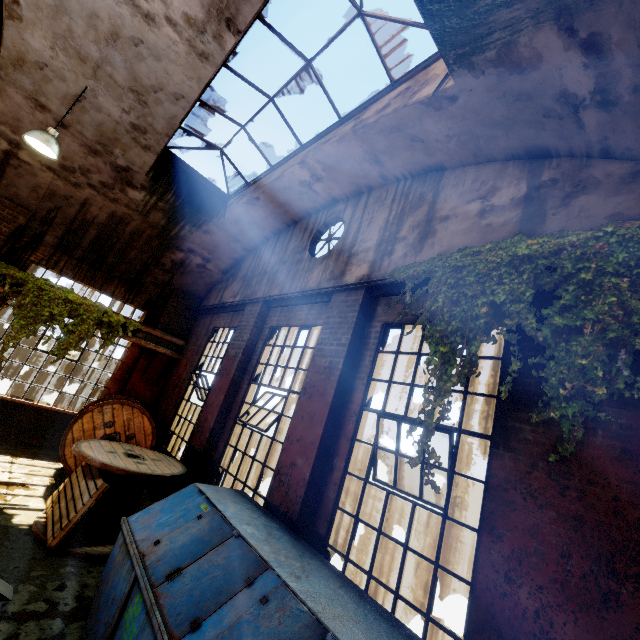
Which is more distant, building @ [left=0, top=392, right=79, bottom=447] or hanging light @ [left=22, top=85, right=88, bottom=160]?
building @ [left=0, top=392, right=79, bottom=447]

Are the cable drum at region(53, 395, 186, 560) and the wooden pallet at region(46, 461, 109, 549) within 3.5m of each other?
yes

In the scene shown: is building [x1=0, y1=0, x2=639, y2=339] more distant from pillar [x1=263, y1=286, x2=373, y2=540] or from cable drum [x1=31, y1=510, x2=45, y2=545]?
cable drum [x1=31, y1=510, x2=45, y2=545]

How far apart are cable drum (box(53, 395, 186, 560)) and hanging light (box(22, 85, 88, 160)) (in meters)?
5.29

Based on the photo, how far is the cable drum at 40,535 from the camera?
4.68m

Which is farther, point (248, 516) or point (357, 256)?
point (357, 256)

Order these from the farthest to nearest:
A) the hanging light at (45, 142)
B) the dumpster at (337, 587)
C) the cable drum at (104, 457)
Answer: the hanging light at (45, 142)
the cable drum at (104, 457)
the dumpster at (337, 587)

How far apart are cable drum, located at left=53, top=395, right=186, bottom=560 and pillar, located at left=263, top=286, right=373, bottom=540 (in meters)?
1.90
